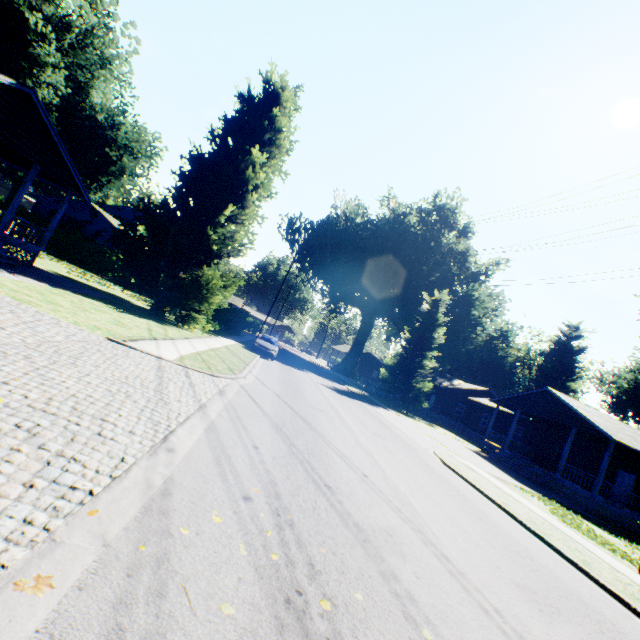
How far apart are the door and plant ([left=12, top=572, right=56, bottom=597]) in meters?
31.1

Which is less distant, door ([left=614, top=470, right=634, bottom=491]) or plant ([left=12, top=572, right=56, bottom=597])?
plant ([left=12, top=572, right=56, bottom=597])

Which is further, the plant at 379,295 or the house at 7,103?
the plant at 379,295

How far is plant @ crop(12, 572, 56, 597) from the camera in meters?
1.9

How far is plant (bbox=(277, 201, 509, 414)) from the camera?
33.81m

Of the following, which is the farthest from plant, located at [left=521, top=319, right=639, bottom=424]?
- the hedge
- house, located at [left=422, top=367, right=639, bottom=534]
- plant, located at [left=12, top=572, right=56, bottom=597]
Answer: plant, located at [left=12, top=572, right=56, bottom=597]

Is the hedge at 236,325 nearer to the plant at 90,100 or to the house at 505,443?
the plant at 90,100

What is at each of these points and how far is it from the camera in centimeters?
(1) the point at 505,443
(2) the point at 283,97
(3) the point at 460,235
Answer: (1) house, 2619cm
(2) plant, 2117cm
(3) plant, 5888cm
